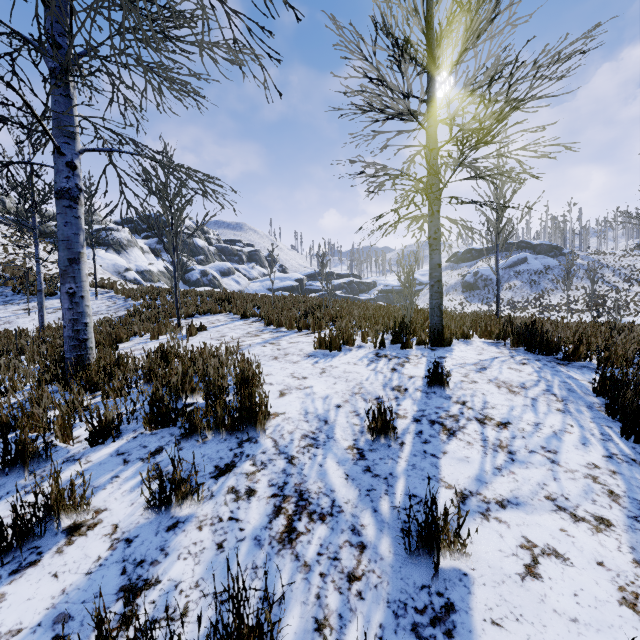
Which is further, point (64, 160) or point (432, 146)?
point (432, 146)

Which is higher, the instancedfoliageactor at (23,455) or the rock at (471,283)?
the rock at (471,283)

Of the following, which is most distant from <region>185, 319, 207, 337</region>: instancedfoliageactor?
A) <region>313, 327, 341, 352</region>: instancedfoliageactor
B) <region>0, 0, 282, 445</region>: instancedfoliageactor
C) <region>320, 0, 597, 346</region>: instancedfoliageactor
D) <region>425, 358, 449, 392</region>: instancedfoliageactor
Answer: <region>425, 358, 449, 392</region>: instancedfoliageactor

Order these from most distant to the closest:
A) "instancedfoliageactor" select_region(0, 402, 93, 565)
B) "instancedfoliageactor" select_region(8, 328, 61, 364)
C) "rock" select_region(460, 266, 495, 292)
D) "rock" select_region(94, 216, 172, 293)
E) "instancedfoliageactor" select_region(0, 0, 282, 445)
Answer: "rock" select_region(460, 266, 495, 292), "rock" select_region(94, 216, 172, 293), "instancedfoliageactor" select_region(8, 328, 61, 364), "instancedfoliageactor" select_region(0, 0, 282, 445), "instancedfoliageactor" select_region(0, 402, 93, 565)

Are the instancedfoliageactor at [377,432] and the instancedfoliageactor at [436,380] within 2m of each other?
yes

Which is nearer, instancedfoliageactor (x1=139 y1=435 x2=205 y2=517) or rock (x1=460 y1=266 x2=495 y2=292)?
instancedfoliageactor (x1=139 y1=435 x2=205 y2=517)

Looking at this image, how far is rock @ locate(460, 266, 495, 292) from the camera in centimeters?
5291cm
